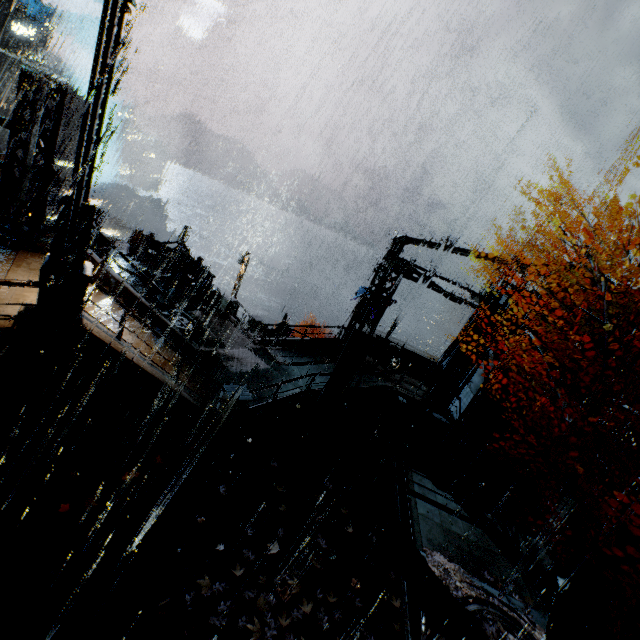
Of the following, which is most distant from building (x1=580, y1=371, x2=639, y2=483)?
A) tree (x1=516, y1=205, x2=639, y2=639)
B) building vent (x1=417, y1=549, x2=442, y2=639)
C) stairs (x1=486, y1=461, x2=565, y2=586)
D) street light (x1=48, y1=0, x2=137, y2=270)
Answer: building vent (x1=417, y1=549, x2=442, y2=639)

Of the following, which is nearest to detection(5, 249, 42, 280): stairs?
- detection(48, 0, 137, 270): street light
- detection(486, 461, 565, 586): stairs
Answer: detection(48, 0, 137, 270): street light

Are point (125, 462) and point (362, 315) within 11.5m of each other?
no

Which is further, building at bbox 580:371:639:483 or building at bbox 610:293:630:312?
building at bbox 580:371:639:483

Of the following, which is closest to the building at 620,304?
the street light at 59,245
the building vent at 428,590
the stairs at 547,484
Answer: the stairs at 547,484

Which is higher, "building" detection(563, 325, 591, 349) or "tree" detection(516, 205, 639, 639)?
Result: "building" detection(563, 325, 591, 349)

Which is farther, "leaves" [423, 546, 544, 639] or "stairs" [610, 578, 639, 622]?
"stairs" [610, 578, 639, 622]

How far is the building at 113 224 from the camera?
22.67m
